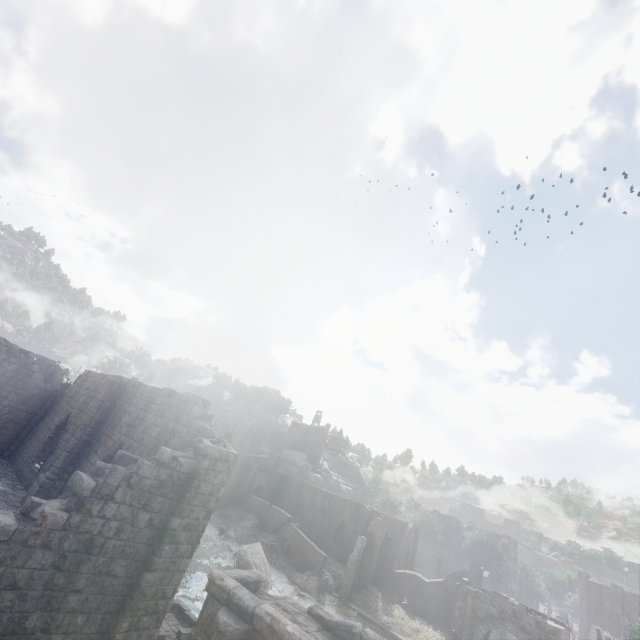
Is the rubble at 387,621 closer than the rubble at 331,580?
Yes

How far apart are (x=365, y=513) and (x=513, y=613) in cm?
2130

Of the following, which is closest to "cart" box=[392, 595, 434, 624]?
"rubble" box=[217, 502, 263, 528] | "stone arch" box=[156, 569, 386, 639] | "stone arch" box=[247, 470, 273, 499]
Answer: "stone arch" box=[156, 569, 386, 639]

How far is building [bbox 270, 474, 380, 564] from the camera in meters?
43.9 m

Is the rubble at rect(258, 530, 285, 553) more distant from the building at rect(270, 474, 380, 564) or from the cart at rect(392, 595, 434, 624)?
the cart at rect(392, 595, 434, 624)

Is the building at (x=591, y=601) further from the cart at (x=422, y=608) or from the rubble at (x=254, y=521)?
the cart at (x=422, y=608)

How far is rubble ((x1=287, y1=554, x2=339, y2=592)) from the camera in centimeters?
3290cm

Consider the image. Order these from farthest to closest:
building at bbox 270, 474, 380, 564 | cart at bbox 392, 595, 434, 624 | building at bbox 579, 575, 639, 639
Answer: building at bbox 579, 575, 639, 639 < building at bbox 270, 474, 380, 564 < cart at bbox 392, 595, 434, 624
